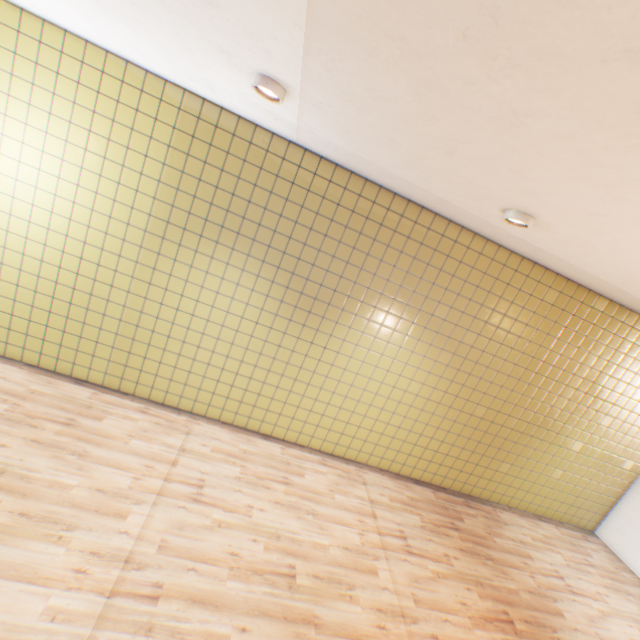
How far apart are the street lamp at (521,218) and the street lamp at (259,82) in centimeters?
240cm

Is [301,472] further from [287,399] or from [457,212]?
[457,212]

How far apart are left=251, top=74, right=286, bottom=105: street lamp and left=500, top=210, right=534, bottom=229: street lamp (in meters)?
2.40

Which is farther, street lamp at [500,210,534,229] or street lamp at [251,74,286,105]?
street lamp at [500,210,534,229]

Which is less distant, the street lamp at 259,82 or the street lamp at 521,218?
the street lamp at 259,82

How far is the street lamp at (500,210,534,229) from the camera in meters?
3.1 m

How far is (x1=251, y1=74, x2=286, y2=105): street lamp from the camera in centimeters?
Answer: 258cm
